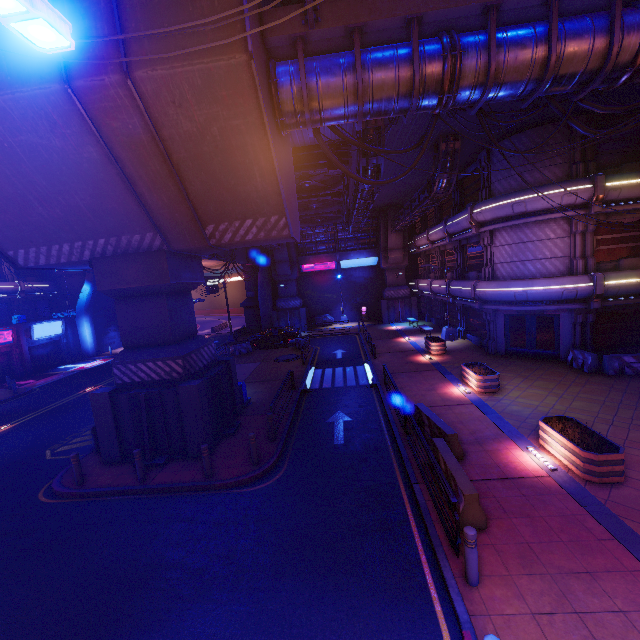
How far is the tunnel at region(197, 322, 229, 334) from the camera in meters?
45.0

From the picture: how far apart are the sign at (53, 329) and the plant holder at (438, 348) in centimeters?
3542cm

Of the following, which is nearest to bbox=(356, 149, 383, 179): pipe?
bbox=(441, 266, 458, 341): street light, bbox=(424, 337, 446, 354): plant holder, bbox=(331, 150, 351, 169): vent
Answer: bbox=(331, 150, 351, 169): vent

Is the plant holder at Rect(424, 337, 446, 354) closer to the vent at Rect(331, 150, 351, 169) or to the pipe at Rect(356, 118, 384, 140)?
the pipe at Rect(356, 118, 384, 140)

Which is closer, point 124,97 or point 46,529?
point 124,97

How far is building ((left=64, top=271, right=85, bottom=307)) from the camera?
39.6m

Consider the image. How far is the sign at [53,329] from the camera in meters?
30.4 m

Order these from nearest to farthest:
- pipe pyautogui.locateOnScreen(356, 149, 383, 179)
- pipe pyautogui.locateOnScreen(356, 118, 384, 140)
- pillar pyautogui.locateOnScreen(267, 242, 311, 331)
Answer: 1. pipe pyautogui.locateOnScreen(356, 118, 384, 140)
2. pipe pyautogui.locateOnScreen(356, 149, 383, 179)
3. pillar pyautogui.locateOnScreen(267, 242, 311, 331)
